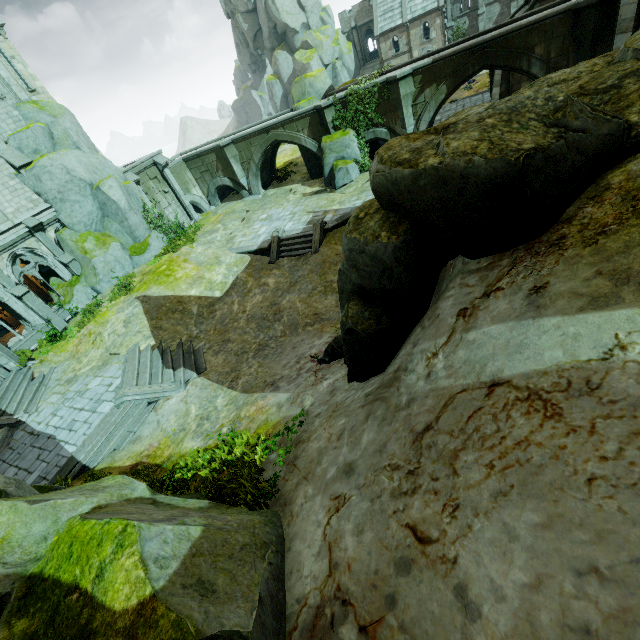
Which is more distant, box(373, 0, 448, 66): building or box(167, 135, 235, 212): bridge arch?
box(373, 0, 448, 66): building

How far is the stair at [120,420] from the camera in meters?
11.4 m

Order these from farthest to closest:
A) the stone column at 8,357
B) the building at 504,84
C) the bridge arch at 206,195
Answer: the bridge arch at 206,195 → the building at 504,84 → the stone column at 8,357

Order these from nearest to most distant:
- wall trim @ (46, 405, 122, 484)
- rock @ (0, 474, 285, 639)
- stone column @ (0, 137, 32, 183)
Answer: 1. rock @ (0, 474, 285, 639)
2. wall trim @ (46, 405, 122, 484)
3. stone column @ (0, 137, 32, 183)

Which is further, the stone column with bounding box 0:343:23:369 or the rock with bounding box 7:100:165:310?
the rock with bounding box 7:100:165:310

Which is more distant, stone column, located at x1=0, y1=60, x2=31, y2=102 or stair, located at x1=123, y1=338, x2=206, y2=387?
stone column, located at x1=0, y1=60, x2=31, y2=102

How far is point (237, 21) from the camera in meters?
57.9 m

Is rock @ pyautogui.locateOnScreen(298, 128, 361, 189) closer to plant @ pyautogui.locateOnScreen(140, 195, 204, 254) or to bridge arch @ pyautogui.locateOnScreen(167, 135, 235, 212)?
bridge arch @ pyautogui.locateOnScreen(167, 135, 235, 212)
